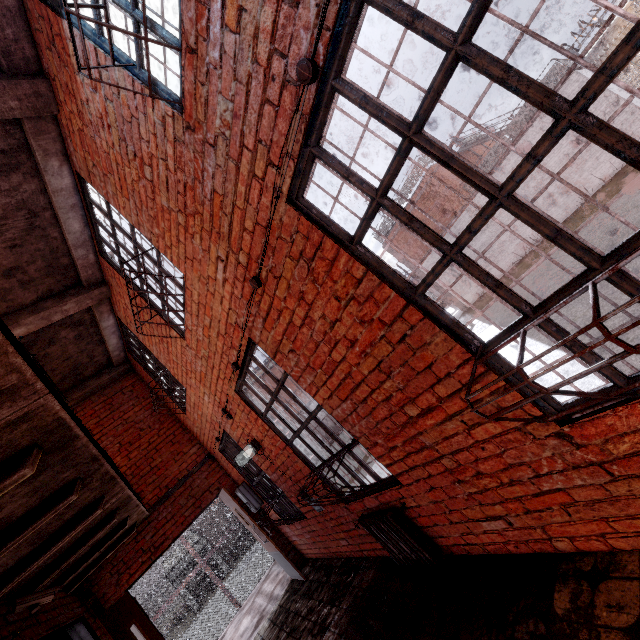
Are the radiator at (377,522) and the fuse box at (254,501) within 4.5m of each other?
yes

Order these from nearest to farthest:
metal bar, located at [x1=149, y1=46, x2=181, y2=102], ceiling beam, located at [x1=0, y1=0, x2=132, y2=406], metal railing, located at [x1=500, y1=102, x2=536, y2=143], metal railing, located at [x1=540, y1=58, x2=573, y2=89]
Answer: metal bar, located at [x1=149, y1=46, x2=181, y2=102]
ceiling beam, located at [x1=0, y1=0, x2=132, y2=406]
metal railing, located at [x1=540, y1=58, x2=573, y2=89]
metal railing, located at [x1=500, y1=102, x2=536, y2=143]

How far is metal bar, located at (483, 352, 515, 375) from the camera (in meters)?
1.70

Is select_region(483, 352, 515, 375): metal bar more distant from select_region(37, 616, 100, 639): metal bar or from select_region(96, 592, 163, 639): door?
select_region(96, 592, 163, 639): door

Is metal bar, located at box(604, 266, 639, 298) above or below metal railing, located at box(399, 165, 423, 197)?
below

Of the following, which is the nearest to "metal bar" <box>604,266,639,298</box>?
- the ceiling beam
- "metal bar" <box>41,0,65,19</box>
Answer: "metal bar" <box>41,0,65,19</box>

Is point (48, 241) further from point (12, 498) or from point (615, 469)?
point (615, 469)

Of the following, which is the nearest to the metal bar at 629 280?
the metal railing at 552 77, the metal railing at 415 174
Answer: the metal railing at 552 77
